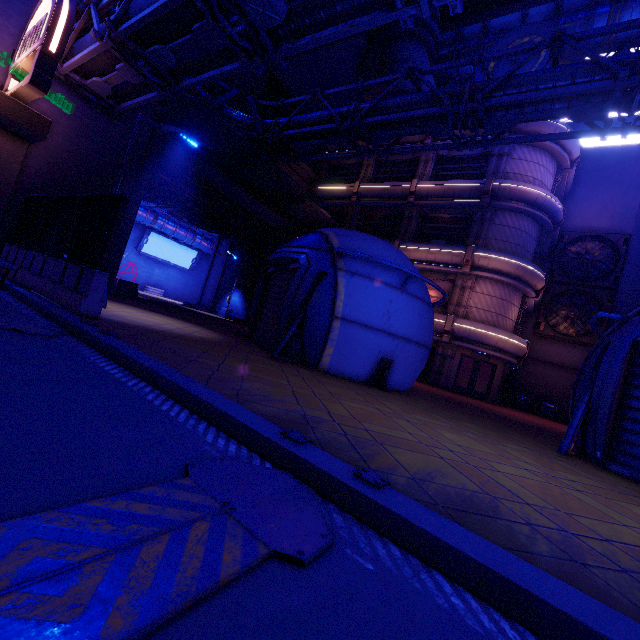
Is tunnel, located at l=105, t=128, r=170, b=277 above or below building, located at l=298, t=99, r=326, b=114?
below

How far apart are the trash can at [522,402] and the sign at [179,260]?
38.9 meters

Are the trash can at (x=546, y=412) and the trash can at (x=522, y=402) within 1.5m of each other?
yes

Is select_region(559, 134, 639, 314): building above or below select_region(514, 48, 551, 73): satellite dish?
below

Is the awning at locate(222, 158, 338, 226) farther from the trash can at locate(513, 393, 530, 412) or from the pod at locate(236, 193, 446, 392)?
the trash can at locate(513, 393, 530, 412)

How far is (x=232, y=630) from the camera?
1.2 meters

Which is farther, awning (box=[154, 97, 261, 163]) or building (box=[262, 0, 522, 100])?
building (box=[262, 0, 522, 100])

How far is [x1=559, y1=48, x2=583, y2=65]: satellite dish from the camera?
20.28m
